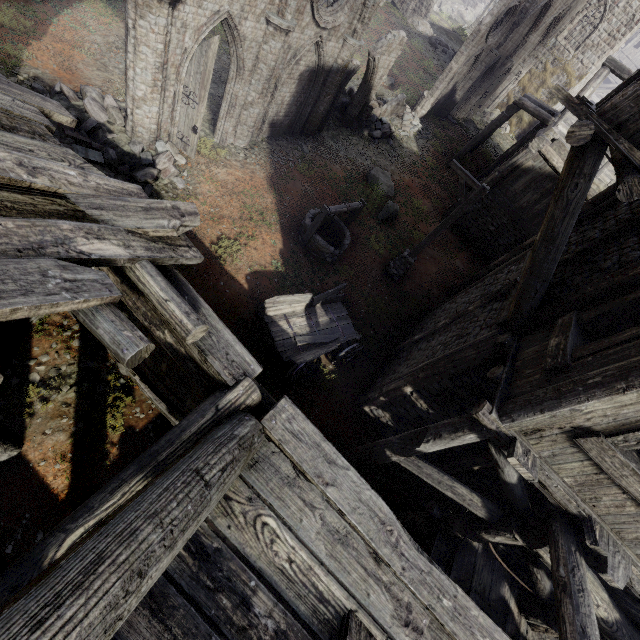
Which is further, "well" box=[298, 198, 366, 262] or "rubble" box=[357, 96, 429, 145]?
"rubble" box=[357, 96, 429, 145]

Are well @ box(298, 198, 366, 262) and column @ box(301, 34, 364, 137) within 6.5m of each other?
yes

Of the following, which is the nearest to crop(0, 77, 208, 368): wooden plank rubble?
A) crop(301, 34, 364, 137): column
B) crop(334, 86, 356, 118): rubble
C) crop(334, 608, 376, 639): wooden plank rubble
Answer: crop(334, 608, 376, 639): wooden plank rubble

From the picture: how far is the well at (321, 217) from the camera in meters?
11.2

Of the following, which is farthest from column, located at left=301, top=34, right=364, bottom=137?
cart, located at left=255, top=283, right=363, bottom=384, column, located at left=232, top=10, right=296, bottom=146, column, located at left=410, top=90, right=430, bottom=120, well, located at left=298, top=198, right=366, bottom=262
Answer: column, located at left=410, top=90, right=430, bottom=120

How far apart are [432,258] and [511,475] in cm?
1187

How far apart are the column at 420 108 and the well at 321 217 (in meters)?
14.39

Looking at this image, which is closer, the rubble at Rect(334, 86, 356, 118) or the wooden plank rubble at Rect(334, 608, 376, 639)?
the wooden plank rubble at Rect(334, 608, 376, 639)
